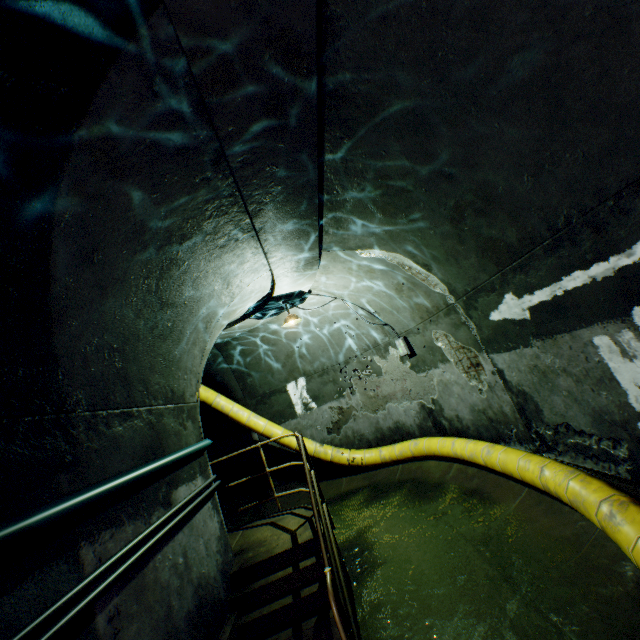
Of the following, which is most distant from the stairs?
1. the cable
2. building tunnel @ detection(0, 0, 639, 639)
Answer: the cable

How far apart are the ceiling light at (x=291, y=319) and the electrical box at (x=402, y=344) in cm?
222

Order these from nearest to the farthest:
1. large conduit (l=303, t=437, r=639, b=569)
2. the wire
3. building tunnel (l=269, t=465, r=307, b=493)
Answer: the wire, large conduit (l=303, t=437, r=639, b=569), building tunnel (l=269, t=465, r=307, b=493)

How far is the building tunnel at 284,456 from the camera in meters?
9.1 m

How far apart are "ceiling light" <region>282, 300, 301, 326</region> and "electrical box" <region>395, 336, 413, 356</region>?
2.22m

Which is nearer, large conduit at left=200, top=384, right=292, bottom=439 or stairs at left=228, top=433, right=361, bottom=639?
stairs at left=228, top=433, right=361, bottom=639

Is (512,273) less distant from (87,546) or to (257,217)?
(257,217)

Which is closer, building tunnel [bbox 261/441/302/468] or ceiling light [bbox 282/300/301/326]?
ceiling light [bbox 282/300/301/326]
